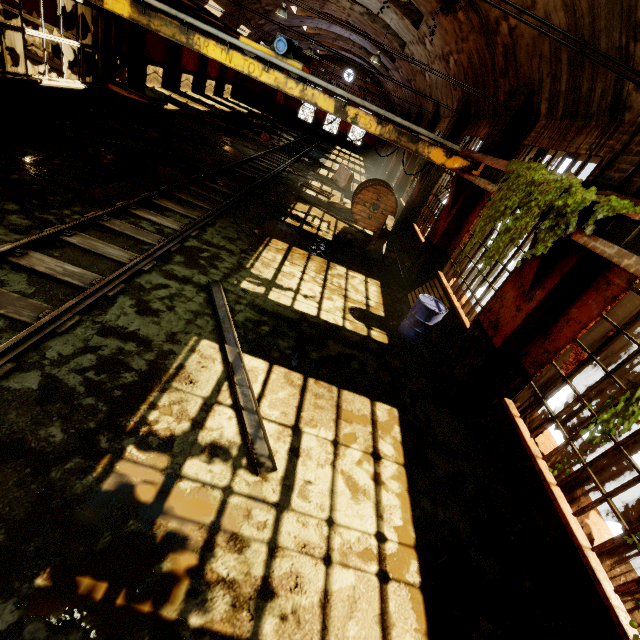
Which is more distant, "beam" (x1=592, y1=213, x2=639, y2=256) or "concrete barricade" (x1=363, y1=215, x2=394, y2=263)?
"concrete barricade" (x1=363, y1=215, x2=394, y2=263)

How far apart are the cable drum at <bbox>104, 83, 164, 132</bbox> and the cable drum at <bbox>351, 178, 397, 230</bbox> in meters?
8.0 m

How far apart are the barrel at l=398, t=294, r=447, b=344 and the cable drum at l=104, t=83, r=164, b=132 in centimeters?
1183cm

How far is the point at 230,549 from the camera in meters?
3.0

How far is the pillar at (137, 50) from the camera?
19.1 meters

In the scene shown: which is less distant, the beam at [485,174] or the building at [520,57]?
the building at [520,57]

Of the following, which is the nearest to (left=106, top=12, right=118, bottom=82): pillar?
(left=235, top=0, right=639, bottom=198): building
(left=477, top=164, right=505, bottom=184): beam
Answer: (left=235, top=0, right=639, bottom=198): building

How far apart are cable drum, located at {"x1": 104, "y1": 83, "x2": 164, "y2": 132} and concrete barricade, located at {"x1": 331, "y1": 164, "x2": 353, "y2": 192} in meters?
9.4
